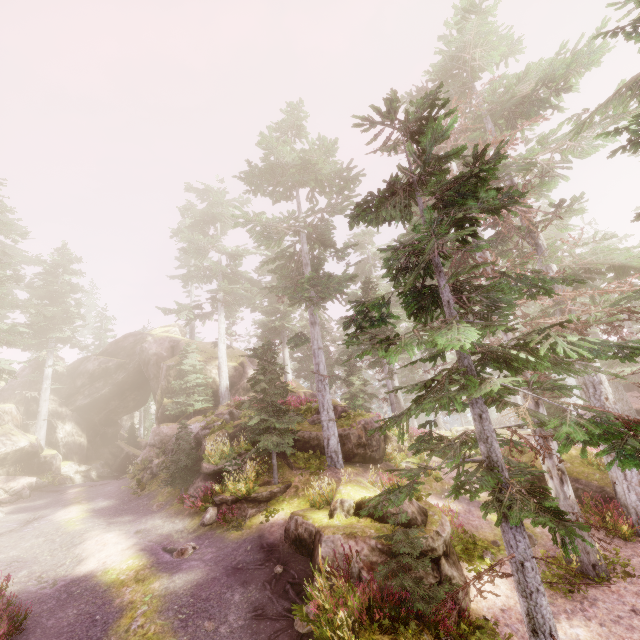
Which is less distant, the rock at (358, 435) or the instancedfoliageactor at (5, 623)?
the instancedfoliageactor at (5, 623)

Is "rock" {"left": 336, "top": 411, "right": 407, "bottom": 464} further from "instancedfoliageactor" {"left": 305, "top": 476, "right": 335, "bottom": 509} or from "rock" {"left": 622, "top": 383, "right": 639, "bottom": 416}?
"rock" {"left": 622, "top": 383, "right": 639, "bottom": 416}

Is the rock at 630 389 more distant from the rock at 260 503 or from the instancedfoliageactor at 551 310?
the rock at 260 503

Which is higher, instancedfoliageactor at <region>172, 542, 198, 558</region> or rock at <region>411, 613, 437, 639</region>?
instancedfoliageactor at <region>172, 542, 198, 558</region>

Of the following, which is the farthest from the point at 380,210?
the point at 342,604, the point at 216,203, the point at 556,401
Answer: the point at 216,203

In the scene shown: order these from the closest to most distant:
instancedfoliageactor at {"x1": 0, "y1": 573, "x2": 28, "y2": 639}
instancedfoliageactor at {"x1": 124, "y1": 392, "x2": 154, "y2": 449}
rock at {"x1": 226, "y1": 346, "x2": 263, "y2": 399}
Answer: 1. instancedfoliageactor at {"x1": 0, "y1": 573, "x2": 28, "y2": 639}
2. rock at {"x1": 226, "y1": 346, "x2": 263, "y2": 399}
3. instancedfoliageactor at {"x1": 124, "y1": 392, "x2": 154, "y2": 449}

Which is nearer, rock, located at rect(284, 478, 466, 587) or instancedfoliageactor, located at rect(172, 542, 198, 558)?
rock, located at rect(284, 478, 466, 587)
